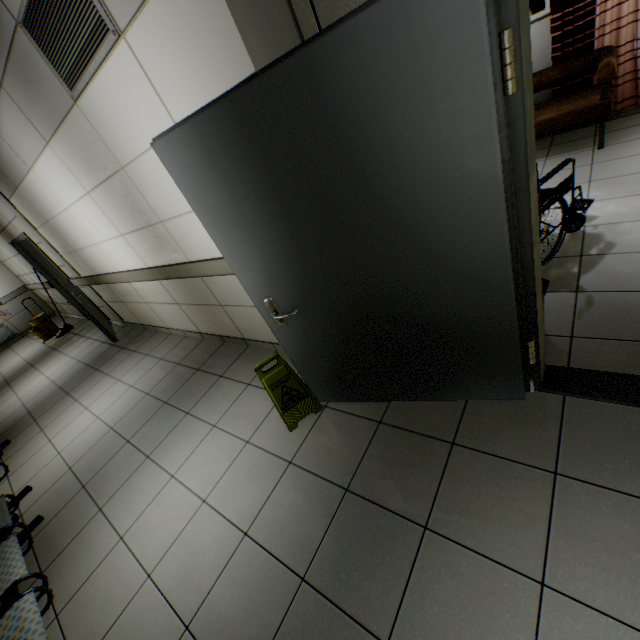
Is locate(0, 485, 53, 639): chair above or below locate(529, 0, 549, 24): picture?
below

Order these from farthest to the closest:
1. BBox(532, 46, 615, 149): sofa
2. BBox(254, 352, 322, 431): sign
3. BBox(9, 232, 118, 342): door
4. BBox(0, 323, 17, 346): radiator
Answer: BBox(0, 323, 17, 346): radiator, BBox(9, 232, 118, 342): door, BBox(532, 46, 615, 149): sofa, BBox(254, 352, 322, 431): sign

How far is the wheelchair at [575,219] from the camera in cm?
253

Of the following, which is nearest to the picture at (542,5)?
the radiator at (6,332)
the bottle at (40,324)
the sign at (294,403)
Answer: the sign at (294,403)

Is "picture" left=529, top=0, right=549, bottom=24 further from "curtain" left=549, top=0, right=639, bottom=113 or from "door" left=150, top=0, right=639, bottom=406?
"door" left=150, top=0, right=639, bottom=406

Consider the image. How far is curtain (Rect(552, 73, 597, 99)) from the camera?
4.3 meters

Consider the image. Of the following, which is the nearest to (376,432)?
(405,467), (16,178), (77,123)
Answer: (405,467)

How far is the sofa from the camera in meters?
3.6 m
